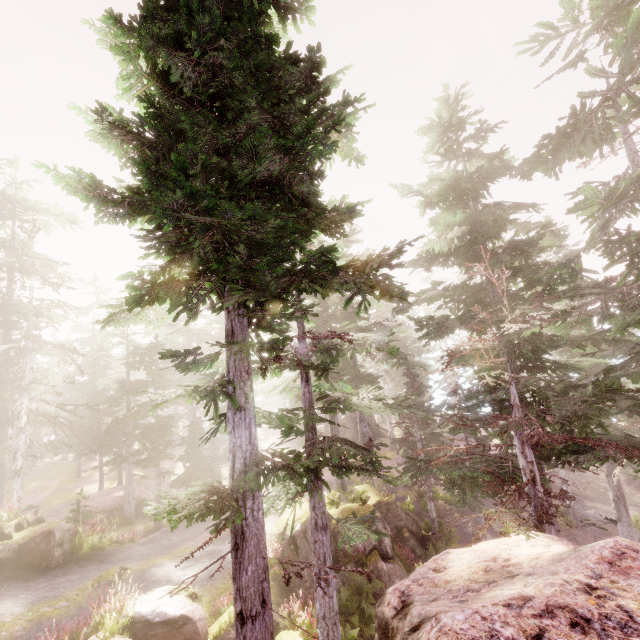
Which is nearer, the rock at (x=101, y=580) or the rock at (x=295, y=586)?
the rock at (x=101, y=580)

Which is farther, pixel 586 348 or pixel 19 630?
pixel 586 348

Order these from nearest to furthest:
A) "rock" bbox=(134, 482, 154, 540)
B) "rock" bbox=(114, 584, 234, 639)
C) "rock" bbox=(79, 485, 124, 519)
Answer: "rock" bbox=(114, 584, 234, 639) < "rock" bbox=(134, 482, 154, 540) < "rock" bbox=(79, 485, 124, 519)

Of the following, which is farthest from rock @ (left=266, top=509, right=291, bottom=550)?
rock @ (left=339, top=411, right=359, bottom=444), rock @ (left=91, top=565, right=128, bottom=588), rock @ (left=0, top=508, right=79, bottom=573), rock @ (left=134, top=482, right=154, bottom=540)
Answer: rock @ (left=134, top=482, right=154, bottom=540)

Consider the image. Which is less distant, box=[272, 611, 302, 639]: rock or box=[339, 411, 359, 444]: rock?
box=[272, 611, 302, 639]: rock

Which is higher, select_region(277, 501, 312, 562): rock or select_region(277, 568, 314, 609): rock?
select_region(277, 501, 312, 562): rock

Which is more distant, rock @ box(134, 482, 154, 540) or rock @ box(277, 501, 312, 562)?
rock @ box(134, 482, 154, 540)

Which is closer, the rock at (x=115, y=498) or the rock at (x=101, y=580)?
the rock at (x=101, y=580)
